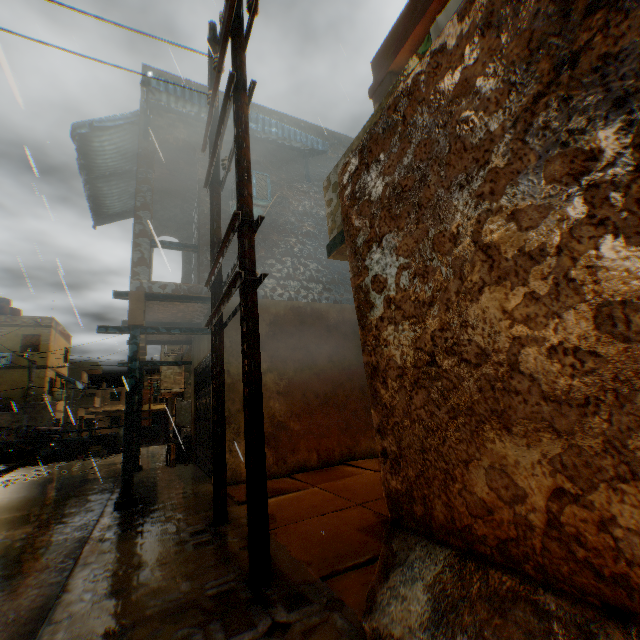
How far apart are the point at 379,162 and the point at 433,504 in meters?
2.3 m

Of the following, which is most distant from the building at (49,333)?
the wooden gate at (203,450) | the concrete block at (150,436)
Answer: the concrete block at (150,436)

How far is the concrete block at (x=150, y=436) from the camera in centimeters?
1941cm

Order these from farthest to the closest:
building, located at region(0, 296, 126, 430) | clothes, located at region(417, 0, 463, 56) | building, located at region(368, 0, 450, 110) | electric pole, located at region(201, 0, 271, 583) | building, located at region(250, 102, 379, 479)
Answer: building, located at region(0, 296, 126, 430) → building, located at region(250, 102, 379, 479) → building, located at region(368, 0, 450, 110) → clothes, located at region(417, 0, 463, 56) → electric pole, located at region(201, 0, 271, 583)

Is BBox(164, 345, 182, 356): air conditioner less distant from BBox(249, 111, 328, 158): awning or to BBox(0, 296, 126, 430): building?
BBox(0, 296, 126, 430): building

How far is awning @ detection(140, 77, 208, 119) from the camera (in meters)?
6.25

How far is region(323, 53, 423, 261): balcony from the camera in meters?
3.2

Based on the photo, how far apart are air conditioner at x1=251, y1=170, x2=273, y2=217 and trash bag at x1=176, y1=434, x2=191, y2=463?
6.9m
